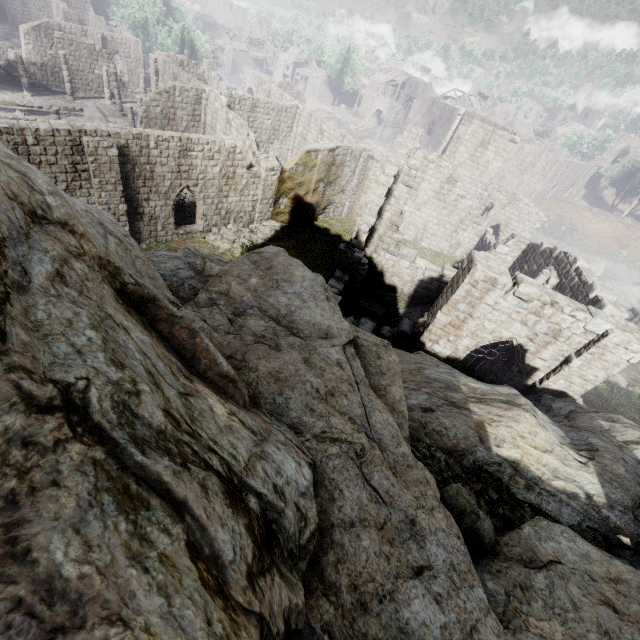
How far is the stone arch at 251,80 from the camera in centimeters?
4804cm

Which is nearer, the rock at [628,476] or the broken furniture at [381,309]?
the rock at [628,476]

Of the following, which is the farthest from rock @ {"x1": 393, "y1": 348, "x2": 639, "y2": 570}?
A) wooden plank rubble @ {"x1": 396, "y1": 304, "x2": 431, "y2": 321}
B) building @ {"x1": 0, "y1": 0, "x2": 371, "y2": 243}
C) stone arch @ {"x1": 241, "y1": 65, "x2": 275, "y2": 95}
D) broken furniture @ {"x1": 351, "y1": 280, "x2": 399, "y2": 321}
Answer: stone arch @ {"x1": 241, "y1": 65, "x2": 275, "y2": 95}

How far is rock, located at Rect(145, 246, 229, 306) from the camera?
6.45m

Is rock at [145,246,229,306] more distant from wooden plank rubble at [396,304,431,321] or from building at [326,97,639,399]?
wooden plank rubble at [396,304,431,321]

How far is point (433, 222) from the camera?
28.44m

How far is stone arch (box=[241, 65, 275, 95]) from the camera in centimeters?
4804cm

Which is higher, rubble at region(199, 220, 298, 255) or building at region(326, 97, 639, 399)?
building at region(326, 97, 639, 399)
